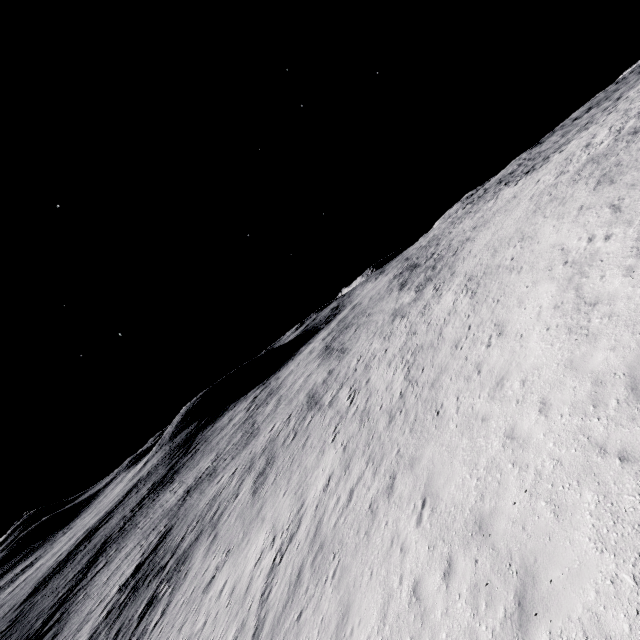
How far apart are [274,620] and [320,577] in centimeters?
284cm
